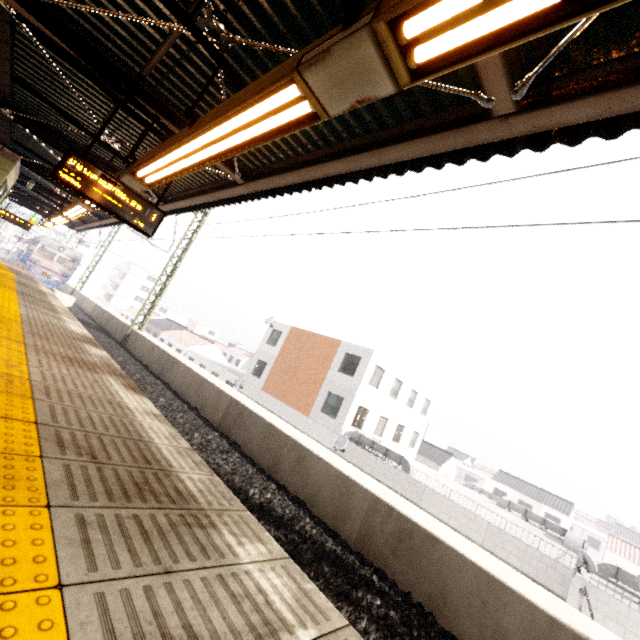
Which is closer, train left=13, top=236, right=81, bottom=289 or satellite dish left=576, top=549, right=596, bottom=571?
satellite dish left=576, top=549, right=596, bottom=571

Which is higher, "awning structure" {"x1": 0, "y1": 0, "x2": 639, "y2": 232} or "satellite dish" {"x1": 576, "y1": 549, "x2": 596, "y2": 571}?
"awning structure" {"x1": 0, "y1": 0, "x2": 639, "y2": 232}

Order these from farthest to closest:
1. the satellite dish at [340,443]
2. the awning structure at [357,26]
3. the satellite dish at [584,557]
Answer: the satellite dish at [340,443] < the satellite dish at [584,557] < the awning structure at [357,26]

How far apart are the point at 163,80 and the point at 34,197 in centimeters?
1749cm

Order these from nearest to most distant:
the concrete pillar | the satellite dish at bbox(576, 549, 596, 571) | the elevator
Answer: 1. the elevator
2. the satellite dish at bbox(576, 549, 596, 571)
3. the concrete pillar

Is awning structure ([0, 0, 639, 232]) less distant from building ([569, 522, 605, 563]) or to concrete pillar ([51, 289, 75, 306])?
concrete pillar ([51, 289, 75, 306])

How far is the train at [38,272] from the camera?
30.6 meters

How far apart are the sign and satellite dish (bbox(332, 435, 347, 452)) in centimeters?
1664cm
